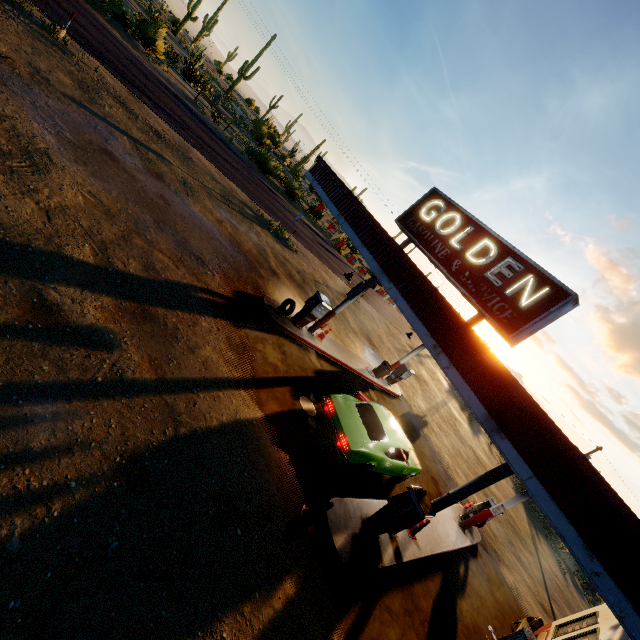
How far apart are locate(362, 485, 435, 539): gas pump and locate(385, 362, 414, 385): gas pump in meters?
9.9 m

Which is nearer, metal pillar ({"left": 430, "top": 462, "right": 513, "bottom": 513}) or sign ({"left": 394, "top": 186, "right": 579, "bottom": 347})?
sign ({"left": 394, "top": 186, "right": 579, "bottom": 347})

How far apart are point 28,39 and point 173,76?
18.17m

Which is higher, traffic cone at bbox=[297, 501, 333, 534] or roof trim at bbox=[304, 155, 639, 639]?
roof trim at bbox=[304, 155, 639, 639]

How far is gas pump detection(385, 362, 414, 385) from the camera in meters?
17.5 m

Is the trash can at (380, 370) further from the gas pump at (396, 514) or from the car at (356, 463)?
the gas pump at (396, 514)

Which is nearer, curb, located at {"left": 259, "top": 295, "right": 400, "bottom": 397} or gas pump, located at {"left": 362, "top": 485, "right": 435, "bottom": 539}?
gas pump, located at {"left": 362, "top": 485, "right": 435, "bottom": 539}

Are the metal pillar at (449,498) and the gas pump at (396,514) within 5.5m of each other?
yes
